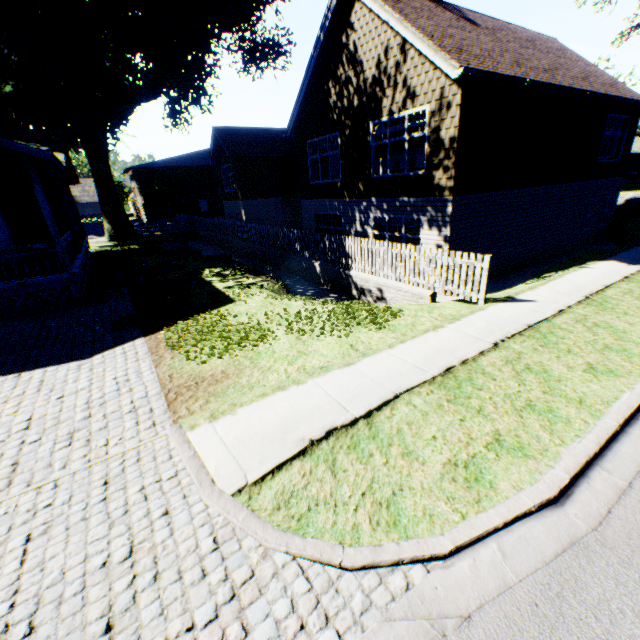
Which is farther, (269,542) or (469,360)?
(469,360)

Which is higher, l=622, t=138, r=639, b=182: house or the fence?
l=622, t=138, r=639, b=182: house

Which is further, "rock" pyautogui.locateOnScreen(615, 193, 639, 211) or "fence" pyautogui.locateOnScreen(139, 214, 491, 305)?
"rock" pyautogui.locateOnScreen(615, 193, 639, 211)

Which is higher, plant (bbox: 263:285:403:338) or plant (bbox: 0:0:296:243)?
plant (bbox: 0:0:296:243)

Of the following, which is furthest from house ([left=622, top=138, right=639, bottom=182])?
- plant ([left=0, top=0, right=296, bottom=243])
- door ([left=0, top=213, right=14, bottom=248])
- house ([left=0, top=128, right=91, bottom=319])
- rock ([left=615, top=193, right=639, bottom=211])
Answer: door ([left=0, top=213, right=14, bottom=248])

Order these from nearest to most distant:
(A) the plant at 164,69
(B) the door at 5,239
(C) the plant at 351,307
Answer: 1. (C) the plant at 351,307
2. (B) the door at 5,239
3. (A) the plant at 164,69

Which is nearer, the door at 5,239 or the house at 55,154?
the house at 55,154

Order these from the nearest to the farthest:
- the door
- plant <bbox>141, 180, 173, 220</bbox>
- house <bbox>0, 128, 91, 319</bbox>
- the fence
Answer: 1. the fence
2. house <bbox>0, 128, 91, 319</bbox>
3. the door
4. plant <bbox>141, 180, 173, 220</bbox>
